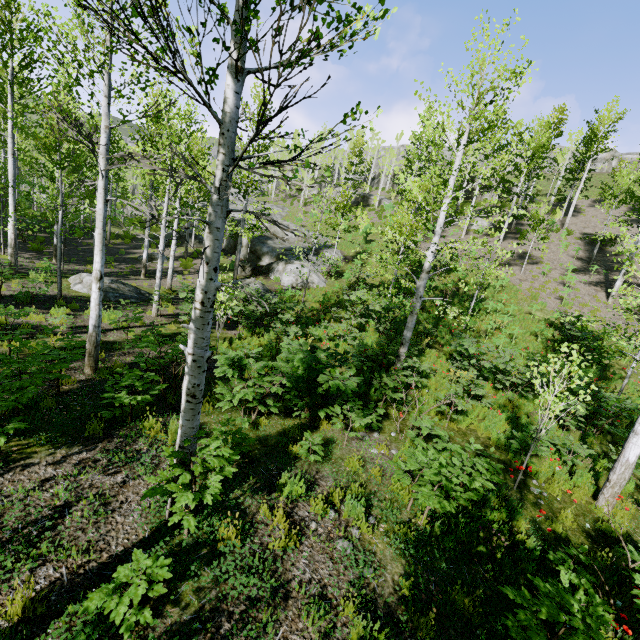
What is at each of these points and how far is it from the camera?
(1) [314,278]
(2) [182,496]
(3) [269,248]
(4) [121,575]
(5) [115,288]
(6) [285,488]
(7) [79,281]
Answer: (1) rock, 20.2m
(2) instancedfoliageactor, 3.3m
(3) rock, 24.5m
(4) instancedfoliageactor, 2.9m
(5) rock, 13.2m
(6) instancedfoliageactor, 4.9m
(7) rock, 13.3m

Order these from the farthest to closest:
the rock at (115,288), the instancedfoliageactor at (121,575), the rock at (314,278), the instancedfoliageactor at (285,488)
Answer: the rock at (314,278) → the rock at (115,288) → the instancedfoliageactor at (285,488) → the instancedfoliageactor at (121,575)

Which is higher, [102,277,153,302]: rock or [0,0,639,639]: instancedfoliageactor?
[0,0,639,639]: instancedfoliageactor

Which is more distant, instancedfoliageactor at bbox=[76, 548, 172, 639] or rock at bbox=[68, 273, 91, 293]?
rock at bbox=[68, 273, 91, 293]

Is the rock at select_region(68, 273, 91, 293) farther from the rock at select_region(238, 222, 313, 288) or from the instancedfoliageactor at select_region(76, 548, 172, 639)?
the instancedfoliageactor at select_region(76, 548, 172, 639)

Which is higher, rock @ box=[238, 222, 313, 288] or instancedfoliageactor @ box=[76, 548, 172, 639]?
rock @ box=[238, 222, 313, 288]

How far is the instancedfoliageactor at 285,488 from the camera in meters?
5.0
